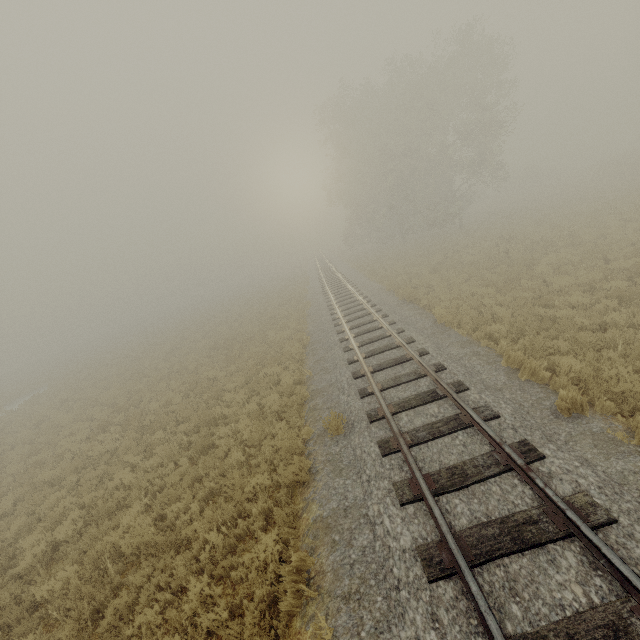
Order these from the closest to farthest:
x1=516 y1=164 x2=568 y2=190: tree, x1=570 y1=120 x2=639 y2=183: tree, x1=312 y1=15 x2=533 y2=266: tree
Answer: x1=312 y1=15 x2=533 y2=266: tree → x1=570 y1=120 x2=639 y2=183: tree → x1=516 y1=164 x2=568 y2=190: tree

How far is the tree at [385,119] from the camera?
27.4m

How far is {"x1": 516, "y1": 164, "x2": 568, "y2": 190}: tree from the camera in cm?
5128

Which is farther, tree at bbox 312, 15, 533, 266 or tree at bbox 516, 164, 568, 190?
tree at bbox 516, 164, 568, 190

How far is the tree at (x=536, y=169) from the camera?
51.3m

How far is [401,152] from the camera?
29.9m

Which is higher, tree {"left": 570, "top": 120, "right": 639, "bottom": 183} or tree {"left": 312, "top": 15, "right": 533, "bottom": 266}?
tree {"left": 312, "top": 15, "right": 533, "bottom": 266}
